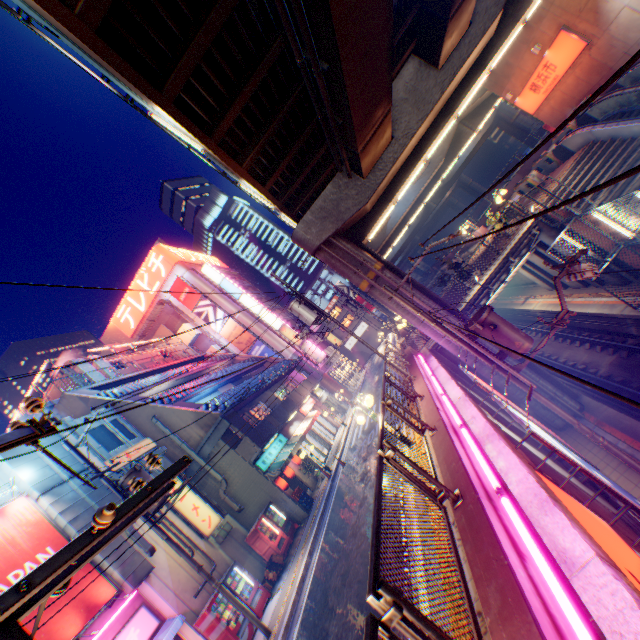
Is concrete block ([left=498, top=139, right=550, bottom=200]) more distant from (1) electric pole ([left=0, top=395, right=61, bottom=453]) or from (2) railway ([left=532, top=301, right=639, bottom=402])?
(1) electric pole ([left=0, top=395, right=61, bottom=453])

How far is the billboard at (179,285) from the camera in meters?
41.4 m

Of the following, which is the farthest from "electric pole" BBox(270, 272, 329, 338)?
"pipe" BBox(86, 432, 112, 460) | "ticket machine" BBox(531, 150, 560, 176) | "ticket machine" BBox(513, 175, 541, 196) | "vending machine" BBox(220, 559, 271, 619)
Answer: "ticket machine" BBox(531, 150, 560, 176)

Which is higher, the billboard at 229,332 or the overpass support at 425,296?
the billboard at 229,332

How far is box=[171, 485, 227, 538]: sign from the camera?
14.6 meters

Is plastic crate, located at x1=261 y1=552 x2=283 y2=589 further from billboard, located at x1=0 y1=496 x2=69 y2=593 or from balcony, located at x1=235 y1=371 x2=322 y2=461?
billboard, located at x1=0 y1=496 x2=69 y2=593

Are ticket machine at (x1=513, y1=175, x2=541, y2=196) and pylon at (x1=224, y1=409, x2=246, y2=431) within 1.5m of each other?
no

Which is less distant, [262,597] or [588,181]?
[262,597]
